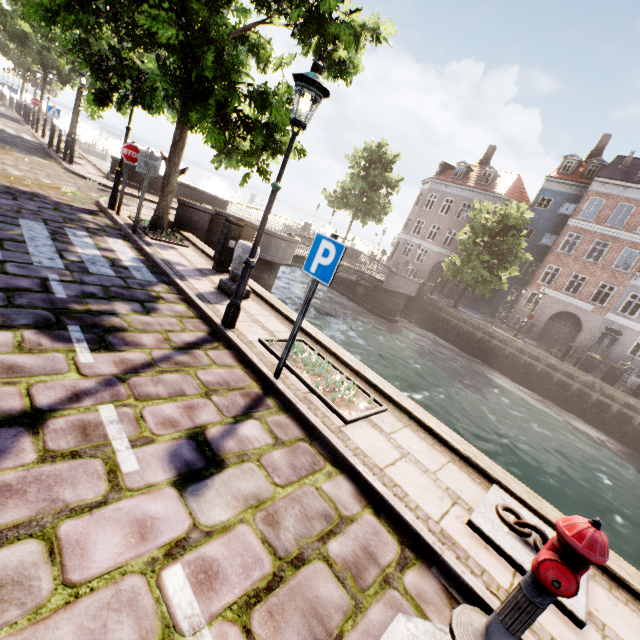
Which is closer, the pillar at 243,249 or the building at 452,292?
the pillar at 243,249

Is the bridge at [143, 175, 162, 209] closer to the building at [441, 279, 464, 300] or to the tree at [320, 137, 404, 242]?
the tree at [320, 137, 404, 242]

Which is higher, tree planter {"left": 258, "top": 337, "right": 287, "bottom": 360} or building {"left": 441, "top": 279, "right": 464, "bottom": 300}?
building {"left": 441, "top": 279, "right": 464, "bottom": 300}

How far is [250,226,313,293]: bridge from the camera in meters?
12.4

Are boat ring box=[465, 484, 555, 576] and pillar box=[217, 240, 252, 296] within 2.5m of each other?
no

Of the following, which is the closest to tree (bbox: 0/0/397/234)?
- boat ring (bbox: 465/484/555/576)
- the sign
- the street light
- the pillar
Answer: the street light

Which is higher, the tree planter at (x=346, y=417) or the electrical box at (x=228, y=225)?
the electrical box at (x=228, y=225)

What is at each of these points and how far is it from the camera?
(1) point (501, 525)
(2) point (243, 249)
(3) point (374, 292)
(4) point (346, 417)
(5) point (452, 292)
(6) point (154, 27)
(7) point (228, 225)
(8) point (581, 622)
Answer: (1) boat ring, 3.21m
(2) pillar, 6.30m
(3) bridge, 23.00m
(4) tree planter, 3.92m
(5) building, 33.94m
(6) tree, 5.24m
(7) electrical box, 7.41m
(8) boat ring, 2.54m
